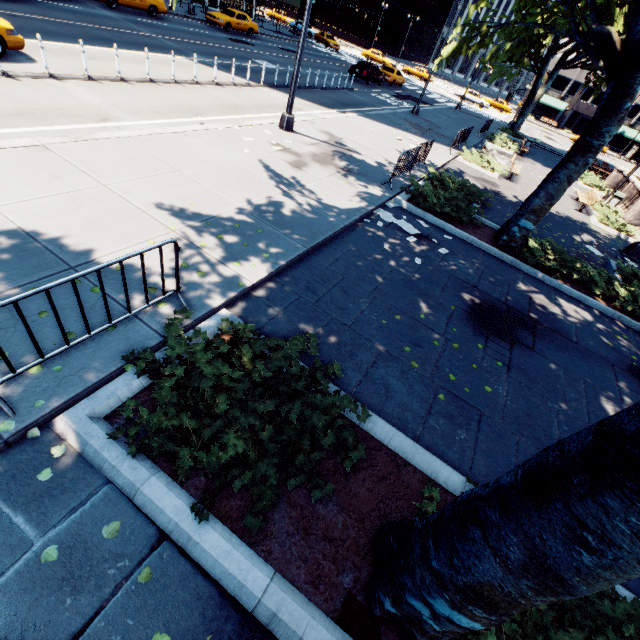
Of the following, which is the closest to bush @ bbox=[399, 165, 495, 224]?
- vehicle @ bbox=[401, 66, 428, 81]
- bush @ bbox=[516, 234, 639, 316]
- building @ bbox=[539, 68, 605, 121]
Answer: bush @ bbox=[516, 234, 639, 316]

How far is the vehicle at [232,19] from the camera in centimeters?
2717cm

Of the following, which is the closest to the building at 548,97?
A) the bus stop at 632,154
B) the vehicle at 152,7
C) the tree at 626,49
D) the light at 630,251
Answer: the tree at 626,49

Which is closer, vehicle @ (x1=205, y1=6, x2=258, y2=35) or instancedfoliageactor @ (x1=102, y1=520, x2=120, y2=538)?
instancedfoliageactor @ (x1=102, y1=520, x2=120, y2=538)

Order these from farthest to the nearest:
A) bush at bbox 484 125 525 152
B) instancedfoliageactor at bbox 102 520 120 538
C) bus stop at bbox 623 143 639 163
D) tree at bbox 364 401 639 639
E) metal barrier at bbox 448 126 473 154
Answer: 1. bus stop at bbox 623 143 639 163
2. bush at bbox 484 125 525 152
3. metal barrier at bbox 448 126 473 154
4. instancedfoliageactor at bbox 102 520 120 538
5. tree at bbox 364 401 639 639

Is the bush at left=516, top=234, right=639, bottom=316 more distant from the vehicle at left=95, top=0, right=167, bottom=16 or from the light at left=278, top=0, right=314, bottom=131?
the vehicle at left=95, top=0, right=167, bottom=16

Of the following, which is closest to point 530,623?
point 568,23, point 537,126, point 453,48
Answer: point 568,23

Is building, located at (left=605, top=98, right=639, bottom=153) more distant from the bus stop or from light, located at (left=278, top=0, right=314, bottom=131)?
light, located at (left=278, top=0, right=314, bottom=131)
